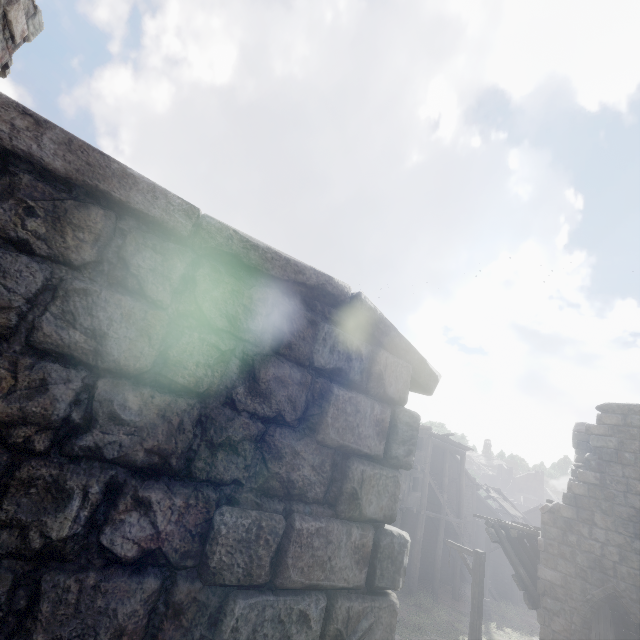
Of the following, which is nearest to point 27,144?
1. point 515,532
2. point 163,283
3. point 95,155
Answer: point 95,155

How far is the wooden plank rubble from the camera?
11.27m

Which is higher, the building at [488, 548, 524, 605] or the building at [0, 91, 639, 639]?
the building at [0, 91, 639, 639]

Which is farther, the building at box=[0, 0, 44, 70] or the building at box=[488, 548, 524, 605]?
the building at box=[488, 548, 524, 605]

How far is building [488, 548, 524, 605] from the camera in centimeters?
2634cm

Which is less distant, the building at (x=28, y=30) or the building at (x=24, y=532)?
the building at (x=24, y=532)

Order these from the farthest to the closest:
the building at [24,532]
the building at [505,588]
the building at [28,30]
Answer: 1. the building at [505,588]
2. the building at [28,30]
3. the building at [24,532]

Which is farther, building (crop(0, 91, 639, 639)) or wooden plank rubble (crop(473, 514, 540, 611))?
wooden plank rubble (crop(473, 514, 540, 611))
